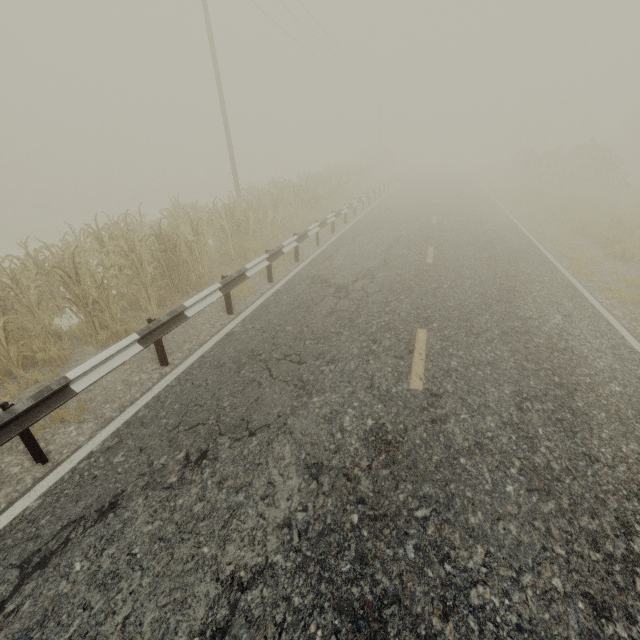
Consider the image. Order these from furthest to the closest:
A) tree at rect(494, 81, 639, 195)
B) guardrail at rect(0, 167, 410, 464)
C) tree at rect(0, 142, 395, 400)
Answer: tree at rect(494, 81, 639, 195) < tree at rect(0, 142, 395, 400) < guardrail at rect(0, 167, 410, 464)

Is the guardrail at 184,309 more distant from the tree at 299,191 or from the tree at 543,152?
the tree at 543,152

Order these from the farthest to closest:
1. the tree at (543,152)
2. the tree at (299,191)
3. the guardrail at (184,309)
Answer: the tree at (543,152) → the tree at (299,191) → the guardrail at (184,309)

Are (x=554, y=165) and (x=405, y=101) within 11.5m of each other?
no

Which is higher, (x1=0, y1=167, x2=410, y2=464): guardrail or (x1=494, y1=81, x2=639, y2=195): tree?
(x1=494, y1=81, x2=639, y2=195): tree

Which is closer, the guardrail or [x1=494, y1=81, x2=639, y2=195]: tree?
the guardrail

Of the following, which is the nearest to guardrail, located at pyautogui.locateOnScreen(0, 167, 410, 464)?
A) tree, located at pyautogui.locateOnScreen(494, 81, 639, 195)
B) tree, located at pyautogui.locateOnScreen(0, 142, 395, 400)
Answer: tree, located at pyautogui.locateOnScreen(0, 142, 395, 400)
